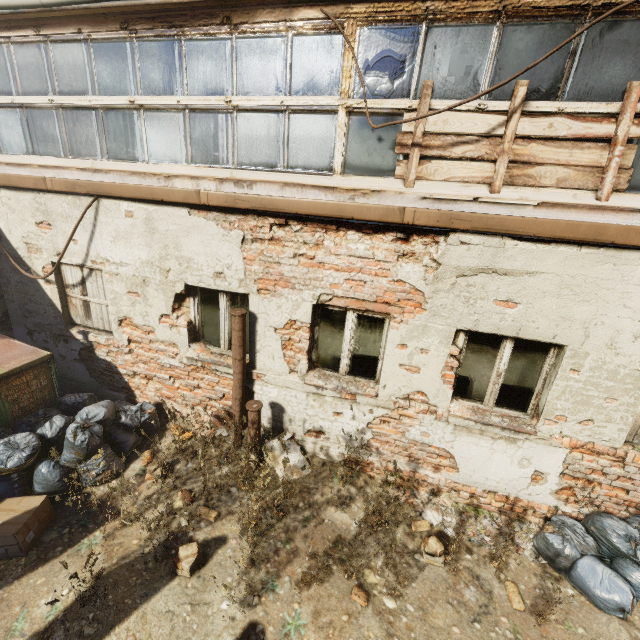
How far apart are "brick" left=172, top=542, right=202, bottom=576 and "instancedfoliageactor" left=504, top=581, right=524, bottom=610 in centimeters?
341cm

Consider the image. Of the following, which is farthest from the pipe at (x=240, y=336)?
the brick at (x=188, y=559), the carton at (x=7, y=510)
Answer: the carton at (x=7, y=510)

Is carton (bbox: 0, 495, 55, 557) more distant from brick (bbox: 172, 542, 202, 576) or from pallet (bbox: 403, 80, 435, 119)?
pallet (bbox: 403, 80, 435, 119)

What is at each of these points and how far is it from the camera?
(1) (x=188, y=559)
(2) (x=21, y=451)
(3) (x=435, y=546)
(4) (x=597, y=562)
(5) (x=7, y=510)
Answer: (1) brick, 3.37m
(2) trash bag, 3.96m
(3) instancedfoliageactor, 3.77m
(4) trash bag, 3.65m
(5) carton, 3.67m

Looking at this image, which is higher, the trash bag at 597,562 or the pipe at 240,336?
the pipe at 240,336

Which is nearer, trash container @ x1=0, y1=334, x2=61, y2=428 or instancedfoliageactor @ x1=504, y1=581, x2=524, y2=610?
instancedfoliageactor @ x1=504, y1=581, x2=524, y2=610

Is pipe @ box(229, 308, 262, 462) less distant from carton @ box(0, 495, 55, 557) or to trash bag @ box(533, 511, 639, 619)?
carton @ box(0, 495, 55, 557)

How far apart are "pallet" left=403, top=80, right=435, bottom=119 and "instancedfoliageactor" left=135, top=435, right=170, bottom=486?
4.49m
